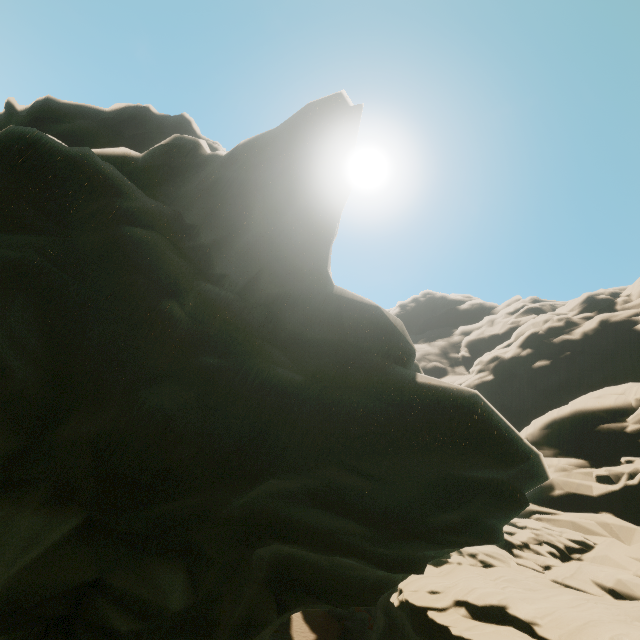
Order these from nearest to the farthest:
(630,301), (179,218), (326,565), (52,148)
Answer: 1. (52,148)
2. (179,218)
3. (326,565)
4. (630,301)
